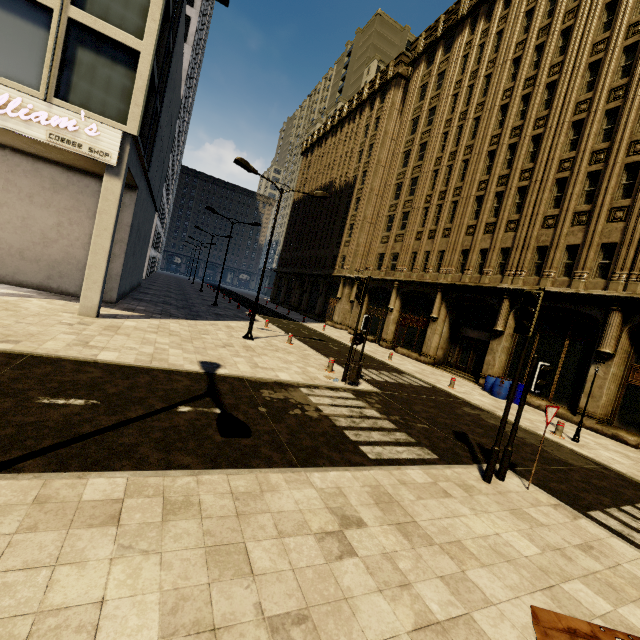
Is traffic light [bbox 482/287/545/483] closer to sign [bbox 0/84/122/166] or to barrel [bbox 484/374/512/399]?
barrel [bbox 484/374/512/399]

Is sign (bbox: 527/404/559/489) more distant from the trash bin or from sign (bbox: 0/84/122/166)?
sign (bbox: 0/84/122/166)

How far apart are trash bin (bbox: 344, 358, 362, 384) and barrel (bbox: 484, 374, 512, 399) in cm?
881

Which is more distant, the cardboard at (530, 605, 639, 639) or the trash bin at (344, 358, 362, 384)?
the trash bin at (344, 358, 362, 384)

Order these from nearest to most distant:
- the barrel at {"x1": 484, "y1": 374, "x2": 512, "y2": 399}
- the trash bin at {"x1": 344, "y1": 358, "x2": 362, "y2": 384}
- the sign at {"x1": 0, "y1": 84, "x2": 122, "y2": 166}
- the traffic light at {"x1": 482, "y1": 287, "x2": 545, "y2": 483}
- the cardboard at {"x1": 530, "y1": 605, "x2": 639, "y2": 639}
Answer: the cardboard at {"x1": 530, "y1": 605, "x2": 639, "y2": 639}, the traffic light at {"x1": 482, "y1": 287, "x2": 545, "y2": 483}, the sign at {"x1": 0, "y1": 84, "x2": 122, "y2": 166}, the trash bin at {"x1": 344, "y1": 358, "x2": 362, "y2": 384}, the barrel at {"x1": 484, "y1": 374, "x2": 512, "y2": 399}

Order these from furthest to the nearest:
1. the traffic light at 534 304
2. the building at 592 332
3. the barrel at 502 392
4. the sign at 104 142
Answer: the barrel at 502 392 < the building at 592 332 < the sign at 104 142 < the traffic light at 534 304

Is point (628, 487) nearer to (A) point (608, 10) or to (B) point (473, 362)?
(B) point (473, 362)

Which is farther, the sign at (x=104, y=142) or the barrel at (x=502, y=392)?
the barrel at (x=502, y=392)
